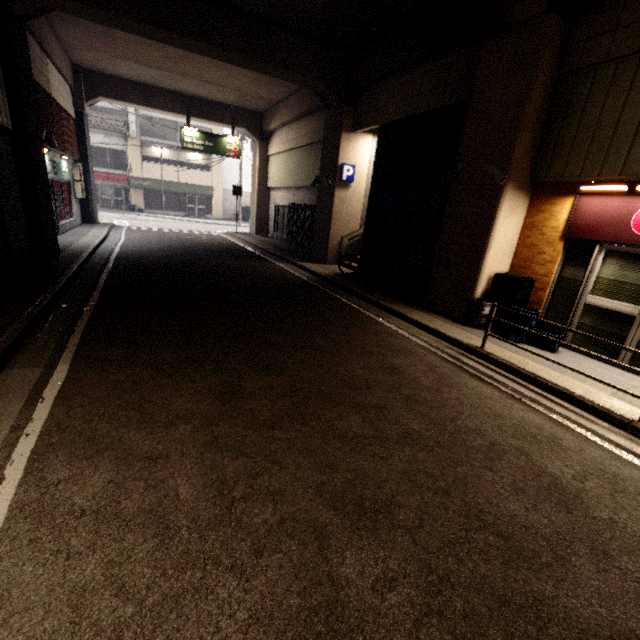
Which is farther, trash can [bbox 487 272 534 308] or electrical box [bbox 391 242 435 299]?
electrical box [bbox 391 242 435 299]

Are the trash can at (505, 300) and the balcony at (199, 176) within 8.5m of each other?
no

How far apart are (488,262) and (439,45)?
5.5 meters

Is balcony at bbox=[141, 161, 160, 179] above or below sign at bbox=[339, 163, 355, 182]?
above

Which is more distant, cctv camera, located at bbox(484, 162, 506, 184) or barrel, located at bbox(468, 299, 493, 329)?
barrel, located at bbox(468, 299, 493, 329)

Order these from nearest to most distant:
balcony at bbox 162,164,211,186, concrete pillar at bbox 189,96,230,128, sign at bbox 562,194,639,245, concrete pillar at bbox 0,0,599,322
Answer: sign at bbox 562,194,639,245
concrete pillar at bbox 0,0,599,322
concrete pillar at bbox 189,96,230,128
balcony at bbox 162,164,211,186

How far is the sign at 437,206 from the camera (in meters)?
8.42

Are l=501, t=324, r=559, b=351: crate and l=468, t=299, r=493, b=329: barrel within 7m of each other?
yes
